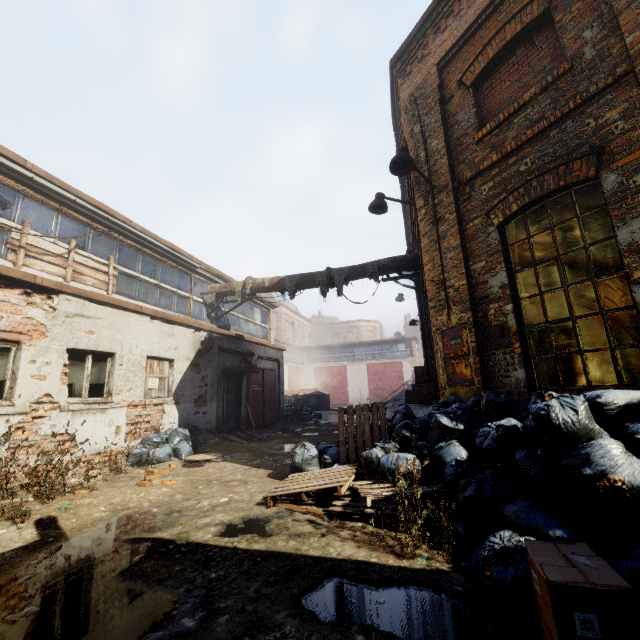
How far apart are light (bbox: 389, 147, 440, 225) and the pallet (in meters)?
7.26

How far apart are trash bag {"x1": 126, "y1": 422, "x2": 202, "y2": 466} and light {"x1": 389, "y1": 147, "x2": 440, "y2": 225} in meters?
7.8 m

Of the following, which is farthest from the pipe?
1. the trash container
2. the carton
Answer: the trash container

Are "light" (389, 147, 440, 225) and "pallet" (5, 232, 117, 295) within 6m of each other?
no

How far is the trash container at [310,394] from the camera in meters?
25.7

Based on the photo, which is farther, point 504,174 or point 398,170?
point 398,170

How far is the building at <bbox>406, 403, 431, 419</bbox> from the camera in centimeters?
548cm

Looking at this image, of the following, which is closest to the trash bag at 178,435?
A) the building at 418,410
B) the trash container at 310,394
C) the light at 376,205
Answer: the building at 418,410
